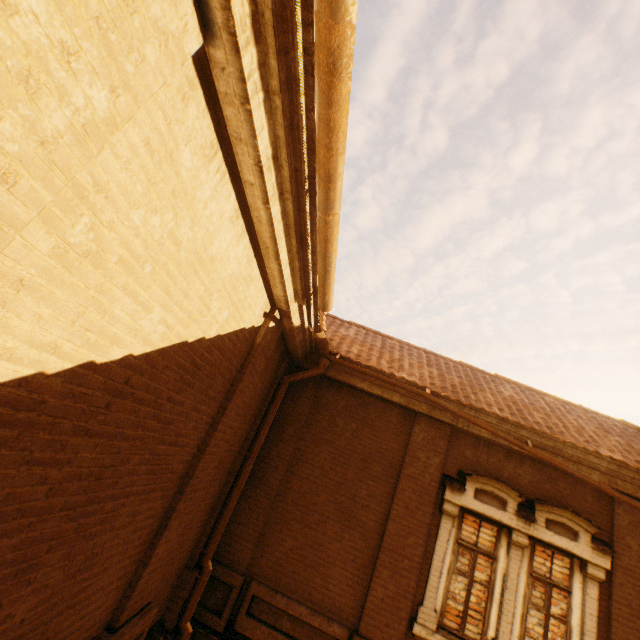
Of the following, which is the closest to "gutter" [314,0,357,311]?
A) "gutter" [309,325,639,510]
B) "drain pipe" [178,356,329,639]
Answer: "gutter" [309,325,639,510]

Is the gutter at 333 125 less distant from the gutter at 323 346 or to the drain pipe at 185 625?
the gutter at 323 346

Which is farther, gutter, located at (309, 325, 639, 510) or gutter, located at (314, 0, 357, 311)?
gutter, located at (309, 325, 639, 510)

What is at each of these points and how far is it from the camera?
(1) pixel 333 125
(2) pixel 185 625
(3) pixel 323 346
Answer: (1) gutter, 2.1m
(2) drain pipe, 4.9m
(3) gutter, 5.9m

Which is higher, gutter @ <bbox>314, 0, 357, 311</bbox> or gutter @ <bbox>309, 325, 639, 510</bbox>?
gutter @ <bbox>314, 0, 357, 311</bbox>

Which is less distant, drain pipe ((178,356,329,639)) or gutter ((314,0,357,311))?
gutter ((314,0,357,311))
